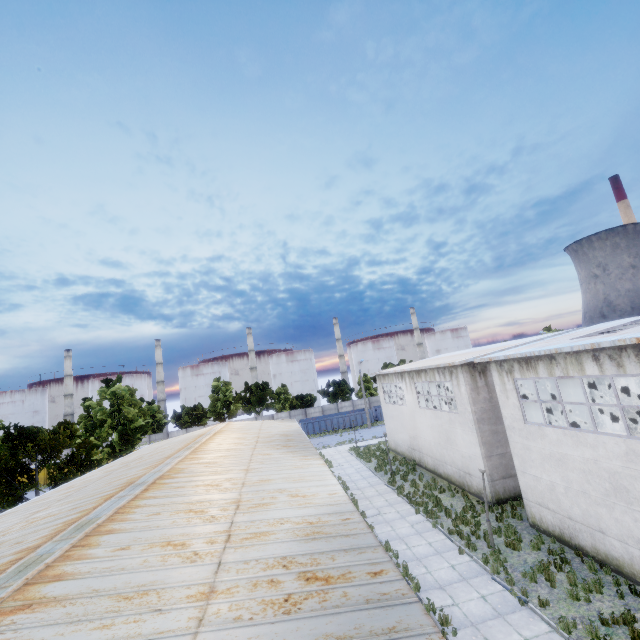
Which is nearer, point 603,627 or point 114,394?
point 603,627

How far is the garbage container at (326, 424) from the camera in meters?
49.9

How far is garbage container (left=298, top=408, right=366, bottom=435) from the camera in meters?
49.9 m
